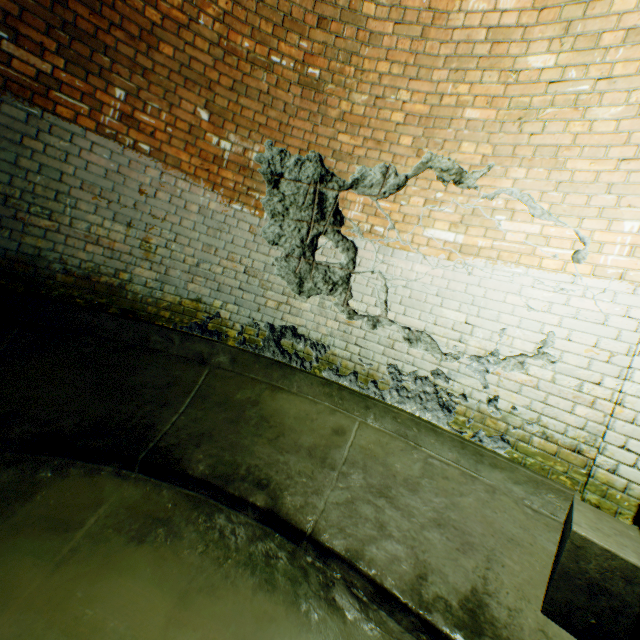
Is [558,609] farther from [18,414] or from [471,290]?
[18,414]
